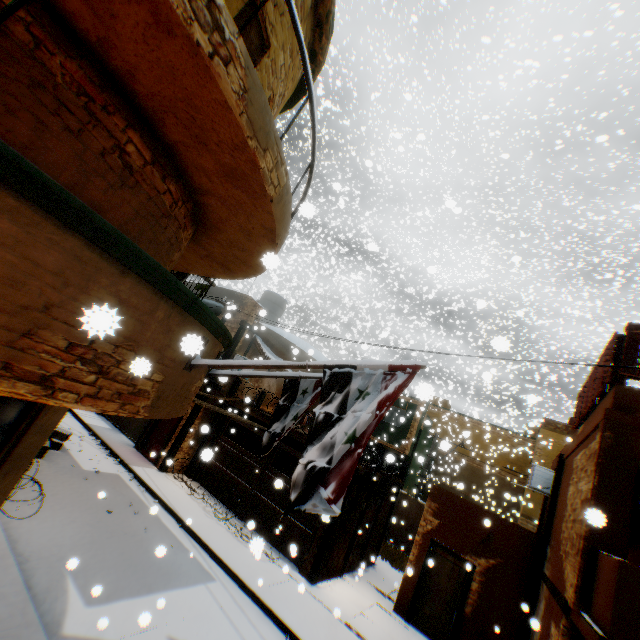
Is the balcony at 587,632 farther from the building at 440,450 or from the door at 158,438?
the door at 158,438

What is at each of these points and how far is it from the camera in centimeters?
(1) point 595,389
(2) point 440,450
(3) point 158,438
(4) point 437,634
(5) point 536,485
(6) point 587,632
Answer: (1) wooden shield, 728cm
(2) building, 3500cm
(3) door, 1387cm
(4) door, 980cm
(5) air conditioner, 1114cm
(6) balcony, 438cm

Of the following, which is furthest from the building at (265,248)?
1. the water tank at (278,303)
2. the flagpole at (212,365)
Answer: the water tank at (278,303)

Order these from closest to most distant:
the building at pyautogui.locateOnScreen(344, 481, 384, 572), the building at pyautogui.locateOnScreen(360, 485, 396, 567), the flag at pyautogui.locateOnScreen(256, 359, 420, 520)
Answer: the flag at pyautogui.locateOnScreen(256, 359, 420, 520) < the building at pyautogui.locateOnScreen(344, 481, 384, 572) < the building at pyautogui.locateOnScreen(360, 485, 396, 567)

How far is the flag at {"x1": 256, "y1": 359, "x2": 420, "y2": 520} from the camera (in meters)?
3.23

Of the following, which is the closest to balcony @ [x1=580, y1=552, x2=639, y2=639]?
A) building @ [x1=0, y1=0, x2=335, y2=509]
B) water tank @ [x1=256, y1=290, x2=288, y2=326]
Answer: building @ [x1=0, y1=0, x2=335, y2=509]

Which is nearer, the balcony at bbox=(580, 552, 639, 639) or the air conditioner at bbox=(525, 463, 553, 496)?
the balcony at bbox=(580, 552, 639, 639)

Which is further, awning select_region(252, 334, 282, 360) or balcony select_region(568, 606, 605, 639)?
awning select_region(252, 334, 282, 360)
